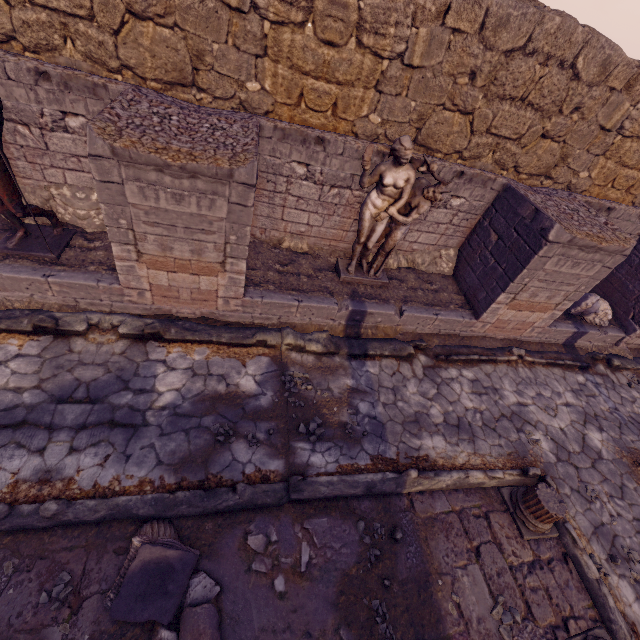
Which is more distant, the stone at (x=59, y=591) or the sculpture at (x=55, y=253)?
the sculpture at (x=55, y=253)

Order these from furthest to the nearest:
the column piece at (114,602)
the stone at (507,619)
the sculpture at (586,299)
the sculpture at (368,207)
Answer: the sculpture at (586,299) < the sculpture at (368,207) < the stone at (507,619) < the column piece at (114,602)

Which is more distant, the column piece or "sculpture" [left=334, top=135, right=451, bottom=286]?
"sculpture" [left=334, top=135, right=451, bottom=286]

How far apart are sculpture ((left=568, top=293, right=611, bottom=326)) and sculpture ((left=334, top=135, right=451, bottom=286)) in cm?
473

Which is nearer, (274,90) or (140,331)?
(140,331)

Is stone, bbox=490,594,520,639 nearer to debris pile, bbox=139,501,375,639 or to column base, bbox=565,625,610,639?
column base, bbox=565,625,610,639

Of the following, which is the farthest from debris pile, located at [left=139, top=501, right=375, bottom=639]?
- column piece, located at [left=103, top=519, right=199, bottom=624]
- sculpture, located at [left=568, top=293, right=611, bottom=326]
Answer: sculpture, located at [left=568, top=293, right=611, bottom=326]

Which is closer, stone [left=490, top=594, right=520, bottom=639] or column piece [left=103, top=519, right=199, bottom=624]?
column piece [left=103, top=519, right=199, bottom=624]
